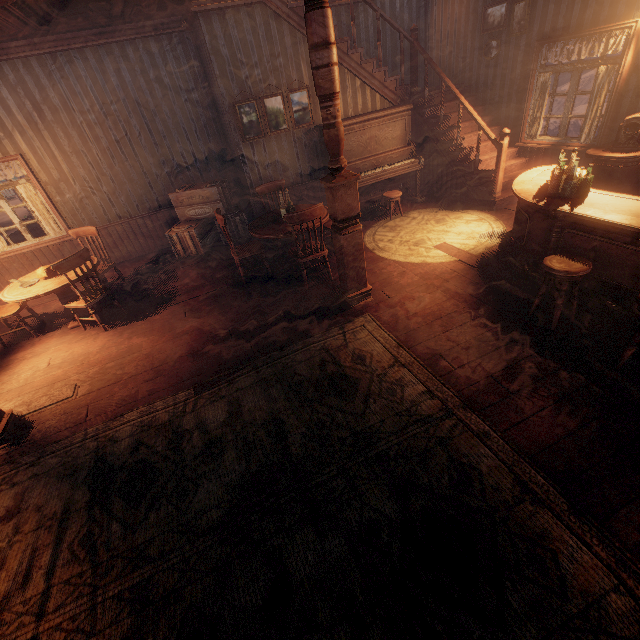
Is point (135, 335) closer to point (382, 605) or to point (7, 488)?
point (7, 488)

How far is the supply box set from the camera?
6.6 meters

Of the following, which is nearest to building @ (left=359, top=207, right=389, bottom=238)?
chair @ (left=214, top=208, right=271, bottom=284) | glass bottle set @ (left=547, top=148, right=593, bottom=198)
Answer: chair @ (left=214, top=208, right=271, bottom=284)

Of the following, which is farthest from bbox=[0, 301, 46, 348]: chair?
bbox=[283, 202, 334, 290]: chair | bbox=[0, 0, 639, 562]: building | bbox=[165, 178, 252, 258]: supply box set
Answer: bbox=[283, 202, 334, 290]: chair

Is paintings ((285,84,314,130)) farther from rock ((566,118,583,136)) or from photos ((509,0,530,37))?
rock ((566,118,583,136))

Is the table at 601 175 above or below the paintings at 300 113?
below

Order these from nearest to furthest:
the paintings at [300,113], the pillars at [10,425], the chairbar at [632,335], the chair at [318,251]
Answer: Answer: the chairbar at [632,335] → the pillars at [10,425] → the chair at [318,251] → the paintings at [300,113]

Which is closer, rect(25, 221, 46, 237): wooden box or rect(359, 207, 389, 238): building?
rect(359, 207, 389, 238): building
